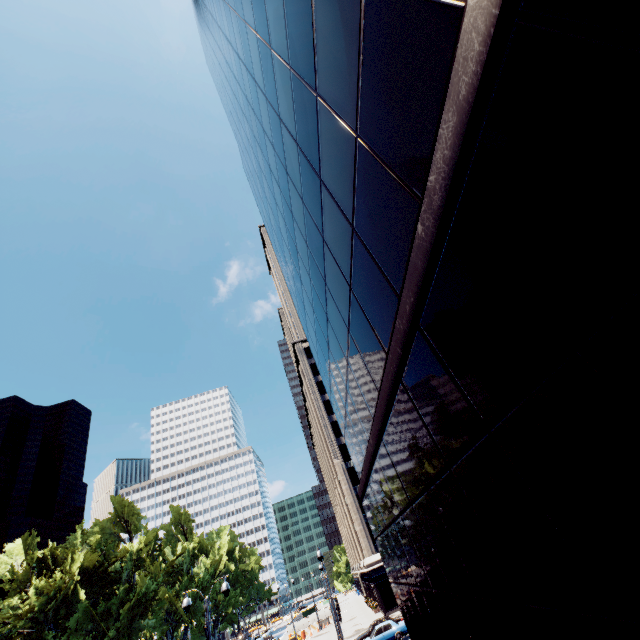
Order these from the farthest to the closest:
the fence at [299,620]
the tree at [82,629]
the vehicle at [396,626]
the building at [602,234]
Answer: the fence at [299,620] < the tree at [82,629] < the vehicle at [396,626] < the building at [602,234]

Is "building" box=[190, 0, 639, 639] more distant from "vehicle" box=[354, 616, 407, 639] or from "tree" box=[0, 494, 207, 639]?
"tree" box=[0, 494, 207, 639]

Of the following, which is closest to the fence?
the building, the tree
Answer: the tree

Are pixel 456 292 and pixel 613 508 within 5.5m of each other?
yes

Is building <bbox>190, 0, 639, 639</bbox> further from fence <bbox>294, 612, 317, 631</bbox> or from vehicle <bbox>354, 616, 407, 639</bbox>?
fence <bbox>294, 612, 317, 631</bbox>

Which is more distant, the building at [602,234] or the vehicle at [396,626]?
the vehicle at [396,626]

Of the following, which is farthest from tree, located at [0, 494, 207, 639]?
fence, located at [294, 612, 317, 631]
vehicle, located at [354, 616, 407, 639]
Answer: vehicle, located at [354, 616, 407, 639]

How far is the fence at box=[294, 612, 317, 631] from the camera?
55.5 meters
